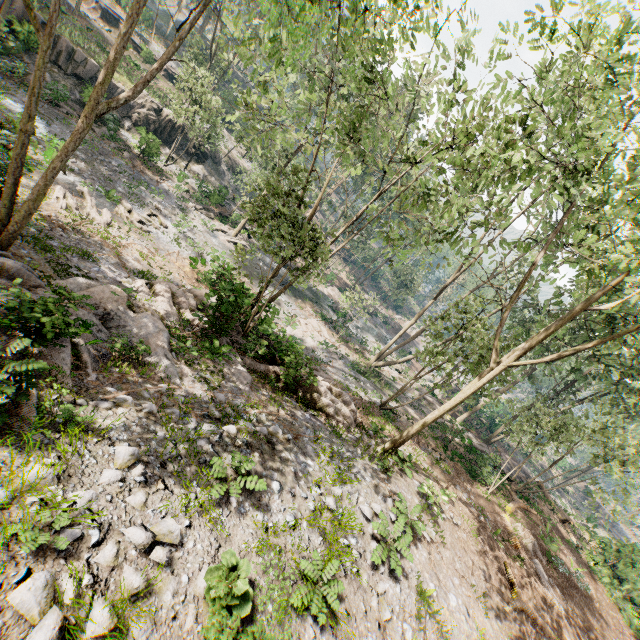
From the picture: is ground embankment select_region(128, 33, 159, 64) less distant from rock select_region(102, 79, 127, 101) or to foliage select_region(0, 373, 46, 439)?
foliage select_region(0, 373, 46, 439)

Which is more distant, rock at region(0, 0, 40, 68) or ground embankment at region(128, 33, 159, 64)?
ground embankment at region(128, 33, 159, 64)

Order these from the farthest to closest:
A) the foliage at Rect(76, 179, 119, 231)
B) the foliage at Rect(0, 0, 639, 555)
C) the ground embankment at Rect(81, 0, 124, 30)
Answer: the ground embankment at Rect(81, 0, 124, 30)
the foliage at Rect(76, 179, 119, 231)
the foliage at Rect(0, 0, 639, 555)

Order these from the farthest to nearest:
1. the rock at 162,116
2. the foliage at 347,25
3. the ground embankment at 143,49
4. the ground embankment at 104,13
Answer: the ground embankment at 104,13 → the ground embankment at 143,49 → the rock at 162,116 → the foliage at 347,25

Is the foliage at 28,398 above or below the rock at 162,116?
above

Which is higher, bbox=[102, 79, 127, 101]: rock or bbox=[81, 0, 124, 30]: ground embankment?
bbox=[81, 0, 124, 30]: ground embankment

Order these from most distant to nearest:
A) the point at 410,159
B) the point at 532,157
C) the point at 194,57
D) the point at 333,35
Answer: the point at 194,57 < the point at 333,35 < the point at 410,159 < the point at 532,157
